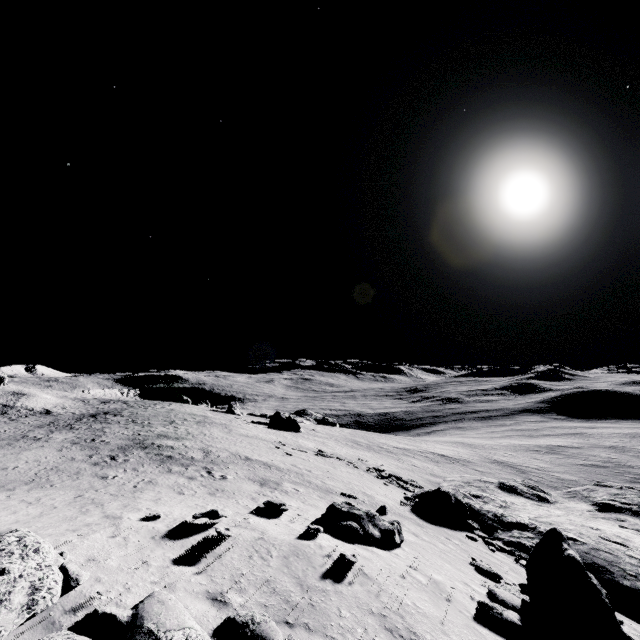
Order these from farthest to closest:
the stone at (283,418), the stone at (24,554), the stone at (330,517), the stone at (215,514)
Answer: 1. the stone at (283,418)
2. the stone at (330,517)
3. the stone at (215,514)
4. the stone at (24,554)

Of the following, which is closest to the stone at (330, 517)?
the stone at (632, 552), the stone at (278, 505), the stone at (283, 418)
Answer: the stone at (278, 505)

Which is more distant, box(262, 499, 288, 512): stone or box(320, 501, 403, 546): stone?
box(262, 499, 288, 512): stone

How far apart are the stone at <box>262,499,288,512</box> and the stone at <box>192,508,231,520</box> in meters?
2.7

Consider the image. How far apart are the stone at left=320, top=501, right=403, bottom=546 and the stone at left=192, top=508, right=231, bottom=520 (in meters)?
3.43

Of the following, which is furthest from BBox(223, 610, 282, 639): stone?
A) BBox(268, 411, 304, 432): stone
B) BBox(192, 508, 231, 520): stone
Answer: BBox(268, 411, 304, 432): stone

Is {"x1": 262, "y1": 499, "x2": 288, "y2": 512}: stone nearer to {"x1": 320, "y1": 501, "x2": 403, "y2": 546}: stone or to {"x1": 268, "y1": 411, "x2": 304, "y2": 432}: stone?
{"x1": 320, "y1": 501, "x2": 403, "y2": 546}: stone

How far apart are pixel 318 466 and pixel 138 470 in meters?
14.4
